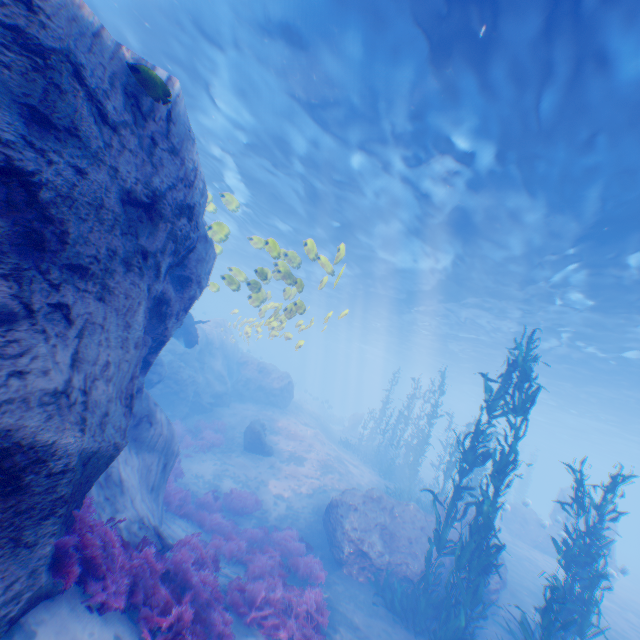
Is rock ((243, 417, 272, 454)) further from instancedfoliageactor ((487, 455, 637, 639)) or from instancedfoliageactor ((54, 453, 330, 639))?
instancedfoliageactor ((487, 455, 637, 639))

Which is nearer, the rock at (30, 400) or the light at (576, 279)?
the rock at (30, 400)

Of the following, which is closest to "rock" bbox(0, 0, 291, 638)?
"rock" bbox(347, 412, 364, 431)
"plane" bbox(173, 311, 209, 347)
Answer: "plane" bbox(173, 311, 209, 347)

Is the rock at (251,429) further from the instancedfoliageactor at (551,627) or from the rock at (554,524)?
the instancedfoliageactor at (551,627)

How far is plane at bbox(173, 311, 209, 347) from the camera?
16.03m

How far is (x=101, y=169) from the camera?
4.0 meters

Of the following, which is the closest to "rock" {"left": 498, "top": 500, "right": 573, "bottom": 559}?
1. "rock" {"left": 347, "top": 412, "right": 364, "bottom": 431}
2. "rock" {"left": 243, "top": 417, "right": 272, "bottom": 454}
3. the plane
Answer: the plane

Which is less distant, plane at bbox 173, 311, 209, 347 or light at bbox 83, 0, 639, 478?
light at bbox 83, 0, 639, 478
